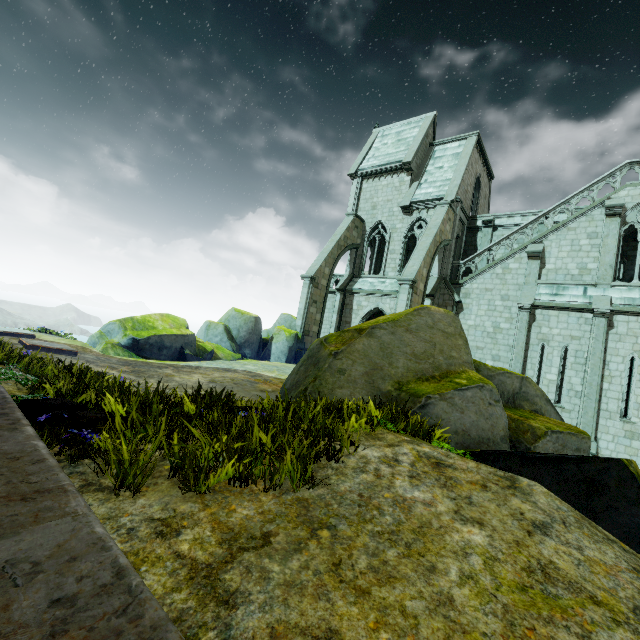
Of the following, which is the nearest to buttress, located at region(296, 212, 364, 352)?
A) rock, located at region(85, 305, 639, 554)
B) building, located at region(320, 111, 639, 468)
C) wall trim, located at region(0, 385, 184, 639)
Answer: building, located at region(320, 111, 639, 468)

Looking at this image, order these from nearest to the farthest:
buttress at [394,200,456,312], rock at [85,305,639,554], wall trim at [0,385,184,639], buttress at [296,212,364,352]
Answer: wall trim at [0,385,184,639], rock at [85,305,639,554], buttress at [394,200,456,312], buttress at [296,212,364,352]

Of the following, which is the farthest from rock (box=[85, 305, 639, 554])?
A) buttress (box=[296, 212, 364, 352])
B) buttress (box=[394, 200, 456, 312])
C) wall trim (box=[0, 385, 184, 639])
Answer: buttress (box=[296, 212, 364, 352])

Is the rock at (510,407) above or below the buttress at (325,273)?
below

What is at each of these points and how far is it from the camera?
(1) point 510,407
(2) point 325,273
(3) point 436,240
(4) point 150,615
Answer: (1) rock, 9.6 meters
(2) buttress, 22.3 meters
(3) buttress, 19.0 meters
(4) wall trim, 1.2 meters

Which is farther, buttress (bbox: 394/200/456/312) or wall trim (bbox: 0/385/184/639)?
buttress (bbox: 394/200/456/312)

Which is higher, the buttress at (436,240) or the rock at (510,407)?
the buttress at (436,240)

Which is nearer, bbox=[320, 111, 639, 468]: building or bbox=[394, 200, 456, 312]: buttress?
bbox=[320, 111, 639, 468]: building
